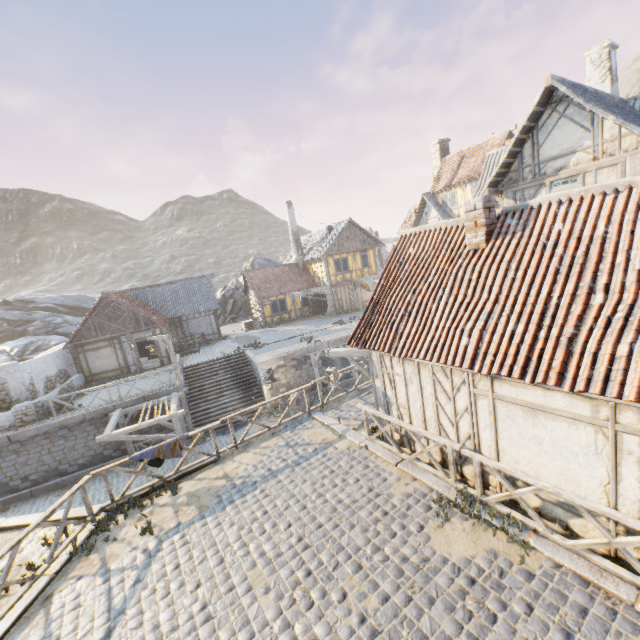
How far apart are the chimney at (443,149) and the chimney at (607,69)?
16.9 meters

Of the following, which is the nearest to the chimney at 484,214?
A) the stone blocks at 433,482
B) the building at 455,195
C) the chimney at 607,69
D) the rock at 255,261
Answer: the stone blocks at 433,482

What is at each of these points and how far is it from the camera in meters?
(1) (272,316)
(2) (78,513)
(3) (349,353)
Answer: (1) building, 32.3 m
(2) stone blocks, 8.6 m
(3) street light, 9.3 m

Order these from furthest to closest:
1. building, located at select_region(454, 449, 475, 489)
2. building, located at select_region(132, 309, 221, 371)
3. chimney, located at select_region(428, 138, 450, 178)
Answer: chimney, located at select_region(428, 138, 450, 178)
building, located at select_region(132, 309, 221, 371)
building, located at select_region(454, 449, 475, 489)

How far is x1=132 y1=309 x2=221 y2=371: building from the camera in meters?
23.0

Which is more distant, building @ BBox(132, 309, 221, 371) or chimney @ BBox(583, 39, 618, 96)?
building @ BBox(132, 309, 221, 371)

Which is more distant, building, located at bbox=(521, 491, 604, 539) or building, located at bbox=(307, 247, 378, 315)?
building, located at bbox=(307, 247, 378, 315)

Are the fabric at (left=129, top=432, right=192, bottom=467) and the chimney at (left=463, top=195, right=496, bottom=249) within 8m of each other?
no
